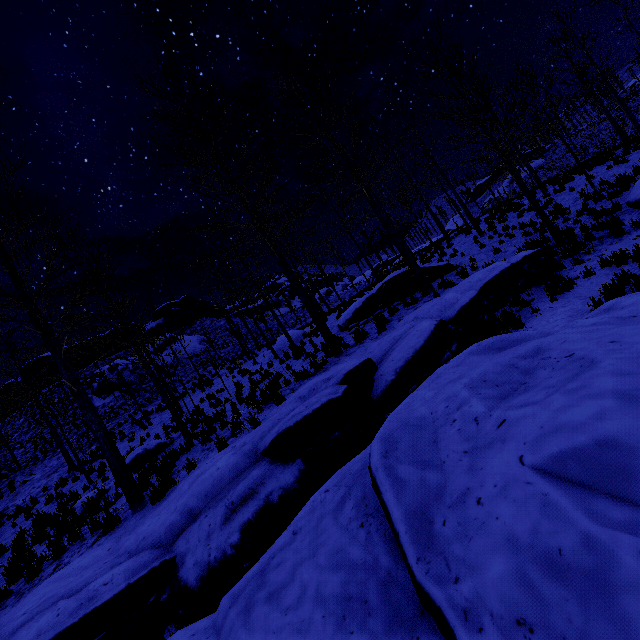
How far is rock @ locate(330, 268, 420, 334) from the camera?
13.00m

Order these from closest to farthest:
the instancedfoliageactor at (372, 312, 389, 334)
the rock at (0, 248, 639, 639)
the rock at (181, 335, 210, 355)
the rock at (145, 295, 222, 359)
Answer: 1. the rock at (0, 248, 639, 639)
2. the instancedfoliageactor at (372, 312, 389, 334)
3. the rock at (181, 335, 210, 355)
4. the rock at (145, 295, 222, 359)

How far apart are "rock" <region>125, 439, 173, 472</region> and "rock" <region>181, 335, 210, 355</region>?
23.6m

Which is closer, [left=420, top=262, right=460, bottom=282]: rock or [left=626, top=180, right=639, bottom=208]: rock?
[left=626, top=180, right=639, bottom=208]: rock

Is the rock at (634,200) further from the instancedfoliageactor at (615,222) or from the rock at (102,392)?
the rock at (102,392)

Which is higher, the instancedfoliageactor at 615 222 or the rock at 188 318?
the rock at 188 318

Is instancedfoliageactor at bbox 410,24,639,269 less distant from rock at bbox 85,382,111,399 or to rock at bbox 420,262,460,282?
rock at bbox 420,262,460,282

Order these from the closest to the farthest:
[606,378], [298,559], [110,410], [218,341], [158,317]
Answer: [606,378], [298,559], [110,410], [218,341], [158,317]
